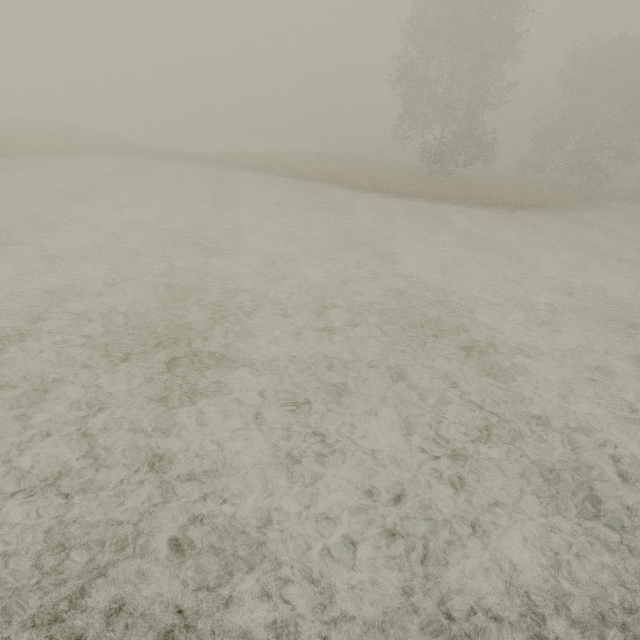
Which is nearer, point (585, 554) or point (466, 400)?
point (585, 554)
